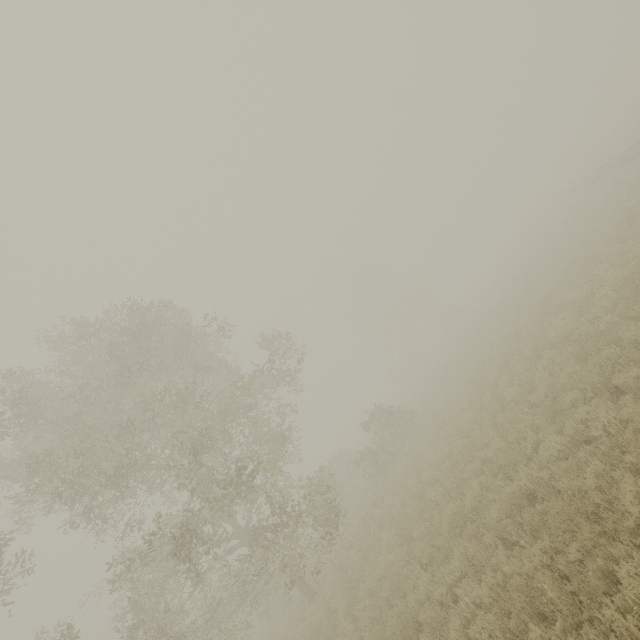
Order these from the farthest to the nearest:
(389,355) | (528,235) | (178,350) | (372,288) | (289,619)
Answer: (389,355)
(372,288)
(528,235)
(178,350)
(289,619)
